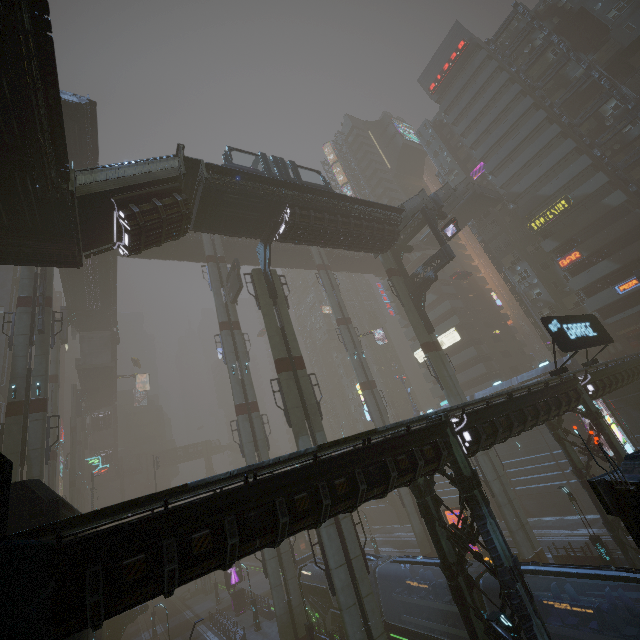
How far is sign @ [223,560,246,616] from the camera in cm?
3622

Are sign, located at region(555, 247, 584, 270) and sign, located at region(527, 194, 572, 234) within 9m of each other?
yes

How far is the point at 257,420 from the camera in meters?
30.4 m

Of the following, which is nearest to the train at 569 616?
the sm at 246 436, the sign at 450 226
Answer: the sm at 246 436

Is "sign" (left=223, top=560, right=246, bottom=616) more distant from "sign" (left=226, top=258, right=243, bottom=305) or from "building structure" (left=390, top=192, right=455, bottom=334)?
"building structure" (left=390, top=192, right=455, bottom=334)

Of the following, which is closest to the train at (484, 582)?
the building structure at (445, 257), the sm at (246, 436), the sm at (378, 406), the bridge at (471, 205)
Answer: the sm at (246, 436)

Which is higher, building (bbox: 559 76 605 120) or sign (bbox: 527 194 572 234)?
building (bbox: 559 76 605 120)

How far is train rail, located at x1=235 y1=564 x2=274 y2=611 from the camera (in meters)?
42.00
